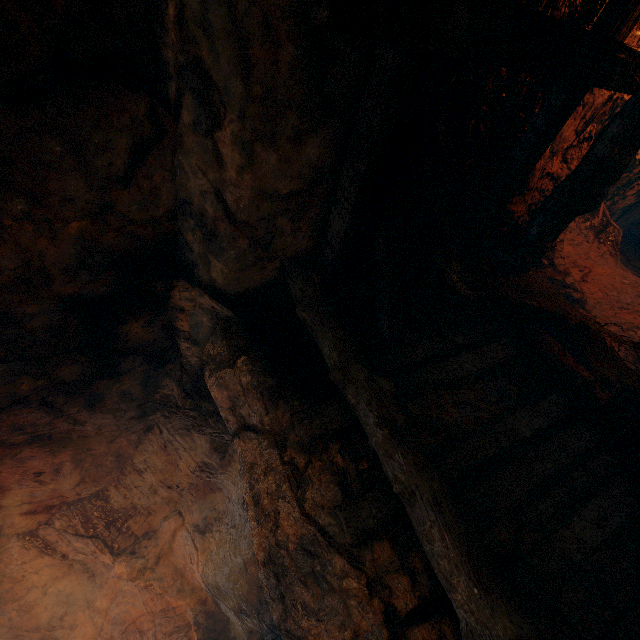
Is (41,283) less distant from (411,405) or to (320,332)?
(320,332)
